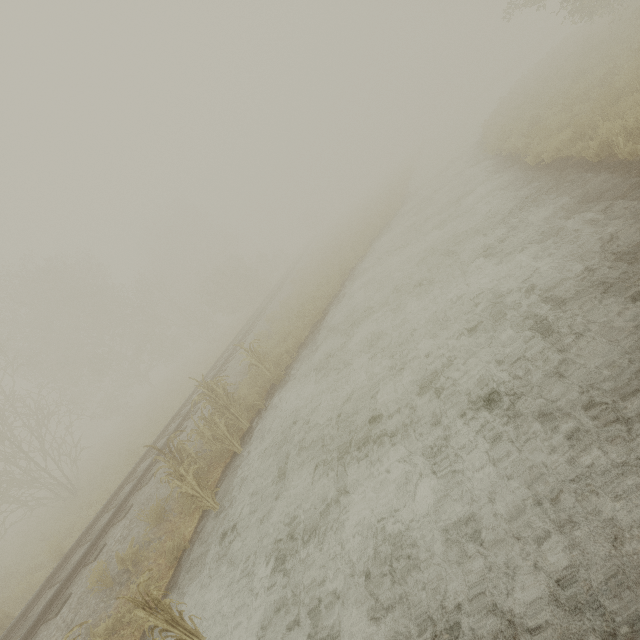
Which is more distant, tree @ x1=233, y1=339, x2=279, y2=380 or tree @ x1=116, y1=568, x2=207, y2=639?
tree @ x1=233, y1=339, x2=279, y2=380

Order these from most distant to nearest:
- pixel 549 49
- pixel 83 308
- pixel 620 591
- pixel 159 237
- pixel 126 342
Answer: pixel 159 237
pixel 549 49
pixel 126 342
pixel 83 308
pixel 620 591

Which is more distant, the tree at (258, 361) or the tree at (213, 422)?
the tree at (258, 361)

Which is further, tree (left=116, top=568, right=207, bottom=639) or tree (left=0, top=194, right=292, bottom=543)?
tree (left=0, top=194, right=292, bottom=543)

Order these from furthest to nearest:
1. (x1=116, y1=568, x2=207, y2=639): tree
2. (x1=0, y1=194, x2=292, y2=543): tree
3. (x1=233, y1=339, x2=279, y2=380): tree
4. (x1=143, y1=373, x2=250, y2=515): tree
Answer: (x1=0, y1=194, x2=292, y2=543): tree
(x1=233, y1=339, x2=279, y2=380): tree
(x1=143, y1=373, x2=250, y2=515): tree
(x1=116, y1=568, x2=207, y2=639): tree

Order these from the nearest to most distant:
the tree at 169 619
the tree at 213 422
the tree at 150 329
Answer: the tree at 169 619 → the tree at 213 422 → the tree at 150 329

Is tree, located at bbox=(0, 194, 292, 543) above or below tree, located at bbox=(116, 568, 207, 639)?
above

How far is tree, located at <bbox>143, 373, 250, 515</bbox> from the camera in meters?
6.5
